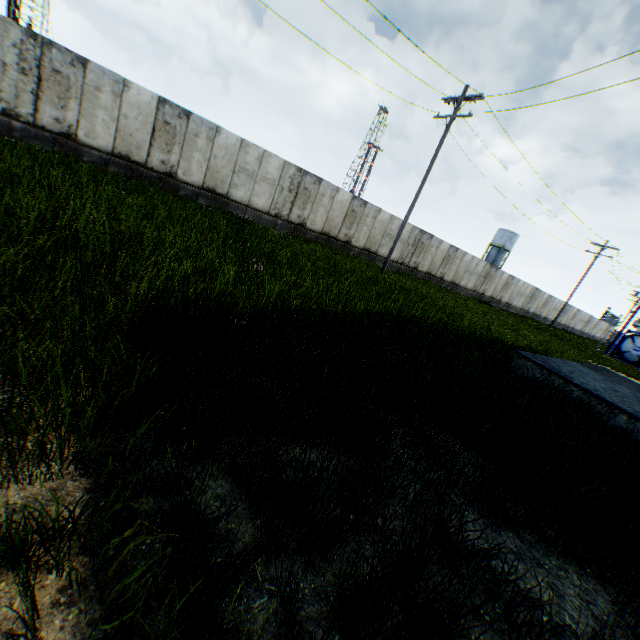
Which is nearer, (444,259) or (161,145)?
(161,145)
